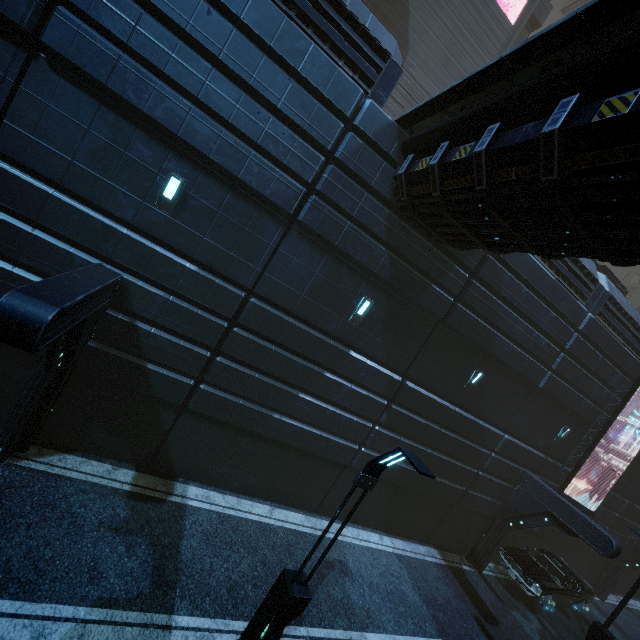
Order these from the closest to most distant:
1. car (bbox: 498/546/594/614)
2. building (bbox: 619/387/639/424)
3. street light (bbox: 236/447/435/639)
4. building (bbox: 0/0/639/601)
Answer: street light (bbox: 236/447/435/639)
building (bbox: 0/0/639/601)
car (bbox: 498/546/594/614)
building (bbox: 619/387/639/424)

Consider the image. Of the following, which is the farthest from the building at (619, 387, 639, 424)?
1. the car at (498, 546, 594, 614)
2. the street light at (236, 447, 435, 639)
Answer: the street light at (236, 447, 435, 639)

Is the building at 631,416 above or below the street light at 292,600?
above

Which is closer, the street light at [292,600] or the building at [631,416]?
the street light at [292,600]

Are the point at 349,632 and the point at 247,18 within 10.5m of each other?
no

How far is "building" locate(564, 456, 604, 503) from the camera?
15.92m
